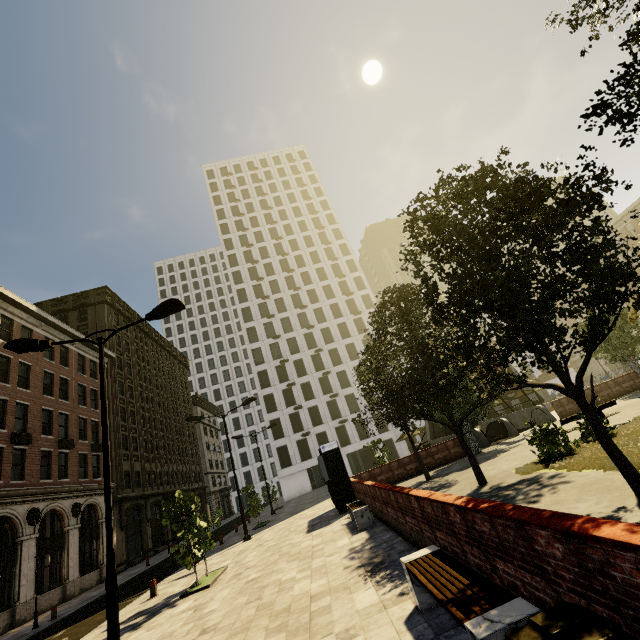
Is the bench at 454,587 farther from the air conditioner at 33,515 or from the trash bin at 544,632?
the air conditioner at 33,515

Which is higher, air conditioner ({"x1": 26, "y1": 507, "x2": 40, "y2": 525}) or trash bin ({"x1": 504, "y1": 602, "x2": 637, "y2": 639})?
air conditioner ({"x1": 26, "y1": 507, "x2": 40, "y2": 525})

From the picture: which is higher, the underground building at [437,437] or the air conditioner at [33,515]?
the air conditioner at [33,515]

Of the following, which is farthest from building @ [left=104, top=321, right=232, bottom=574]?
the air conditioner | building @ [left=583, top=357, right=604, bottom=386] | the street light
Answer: the street light

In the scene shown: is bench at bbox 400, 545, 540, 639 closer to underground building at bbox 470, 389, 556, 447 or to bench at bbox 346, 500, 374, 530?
bench at bbox 346, 500, 374, 530

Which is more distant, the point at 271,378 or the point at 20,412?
the point at 271,378

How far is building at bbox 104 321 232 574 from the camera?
30.9m

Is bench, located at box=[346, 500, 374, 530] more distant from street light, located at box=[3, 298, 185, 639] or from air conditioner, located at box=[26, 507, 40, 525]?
air conditioner, located at box=[26, 507, 40, 525]
